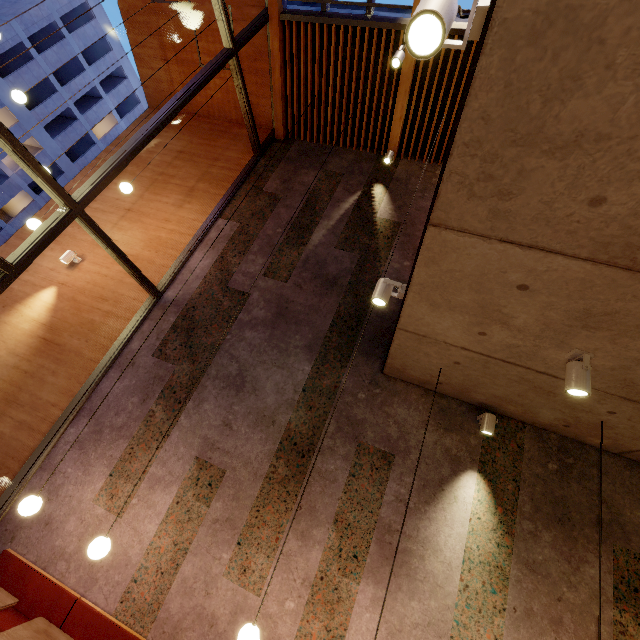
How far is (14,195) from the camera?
22.8 meters

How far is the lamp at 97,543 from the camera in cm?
312

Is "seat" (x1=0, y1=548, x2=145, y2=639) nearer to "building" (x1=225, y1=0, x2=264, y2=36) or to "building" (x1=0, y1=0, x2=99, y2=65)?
"building" (x1=225, y1=0, x2=264, y2=36)

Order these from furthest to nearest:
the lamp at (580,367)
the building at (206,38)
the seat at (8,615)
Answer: the building at (206,38), the seat at (8,615), the lamp at (580,367)

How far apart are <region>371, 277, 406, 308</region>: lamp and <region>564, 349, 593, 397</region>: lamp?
1.4 meters

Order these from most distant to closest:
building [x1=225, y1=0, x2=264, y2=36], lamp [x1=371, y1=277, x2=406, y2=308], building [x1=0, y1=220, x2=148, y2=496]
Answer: building [x1=225, y1=0, x2=264, y2=36] < building [x1=0, y1=220, x2=148, y2=496] < lamp [x1=371, y1=277, x2=406, y2=308]

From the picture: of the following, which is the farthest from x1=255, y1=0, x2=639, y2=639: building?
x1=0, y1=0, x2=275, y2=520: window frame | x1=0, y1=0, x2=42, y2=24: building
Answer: x1=0, y1=0, x2=42, y2=24: building
